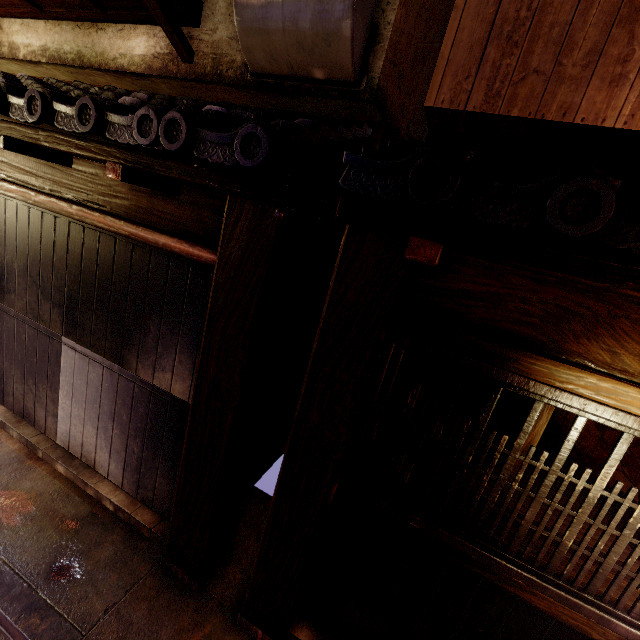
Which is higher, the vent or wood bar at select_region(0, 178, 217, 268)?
the vent

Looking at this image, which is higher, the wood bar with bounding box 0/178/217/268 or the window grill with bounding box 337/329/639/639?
the wood bar with bounding box 0/178/217/268

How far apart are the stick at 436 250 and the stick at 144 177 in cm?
339

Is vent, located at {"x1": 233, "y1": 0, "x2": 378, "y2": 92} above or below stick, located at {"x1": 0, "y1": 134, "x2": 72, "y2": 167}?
above

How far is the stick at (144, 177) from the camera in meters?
3.7 m

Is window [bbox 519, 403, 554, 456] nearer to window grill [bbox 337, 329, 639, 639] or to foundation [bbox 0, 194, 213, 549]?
window grill [bbox 337, 329, 639, 639]

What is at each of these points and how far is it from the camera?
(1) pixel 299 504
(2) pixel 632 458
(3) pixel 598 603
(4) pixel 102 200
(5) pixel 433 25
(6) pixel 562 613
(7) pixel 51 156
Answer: (1) wood pole, 4.06m
(2) building, 4.97m
(3) window grill, 3.08m
(4) wood panel, 5.14m
(5) house, 6.56m
(6) wood bar, 3.23m
(7) stick, 4.99m

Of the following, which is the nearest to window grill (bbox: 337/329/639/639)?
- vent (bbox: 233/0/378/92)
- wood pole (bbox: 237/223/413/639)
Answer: wood pole (bbox: 237/223/413/639)
